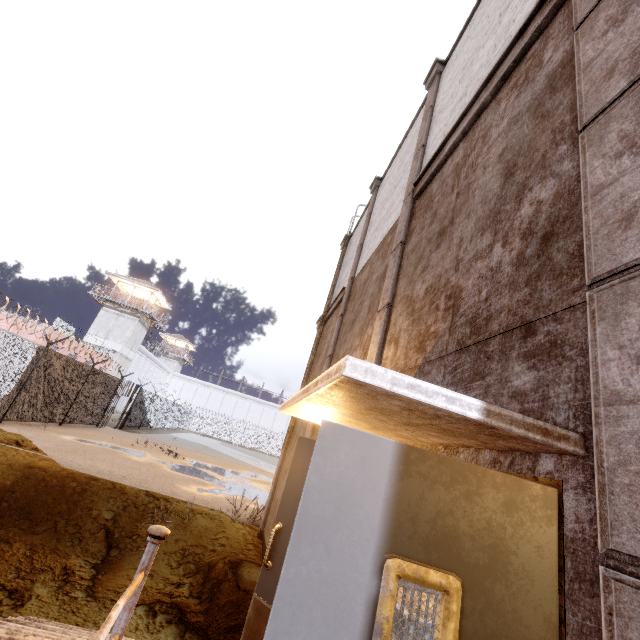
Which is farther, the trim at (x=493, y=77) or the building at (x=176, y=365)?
the building at (x=176, y=365)

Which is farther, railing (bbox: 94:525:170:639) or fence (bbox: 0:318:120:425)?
fence (bbox: 0:318:120:425)

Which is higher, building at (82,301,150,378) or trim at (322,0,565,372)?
building at (82,301,150,378)

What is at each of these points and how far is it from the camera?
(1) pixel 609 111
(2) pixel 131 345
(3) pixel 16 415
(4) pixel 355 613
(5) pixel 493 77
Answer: (1) trim, 1.60m
(2) building, 36.69m
(3) fence, 11.81m
(4) door, 1.10m
(5) trim, 3.24m

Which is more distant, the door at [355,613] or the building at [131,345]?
the building at [131,345]

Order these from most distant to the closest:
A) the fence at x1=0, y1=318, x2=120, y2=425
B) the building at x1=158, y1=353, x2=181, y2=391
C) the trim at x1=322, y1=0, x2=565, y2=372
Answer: the building at x1=158, y1=353, x2=181, y2=391, the fence at x1=0, y1=318, x2=120, y2=425, the trim at x1=322, y1=0, x2=565, y2=372

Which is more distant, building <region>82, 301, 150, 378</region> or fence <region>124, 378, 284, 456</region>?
building <region>82, 301, 150, 378</region>

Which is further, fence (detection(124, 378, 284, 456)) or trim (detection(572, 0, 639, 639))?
fence (detection(124, 378, 284, 456))
